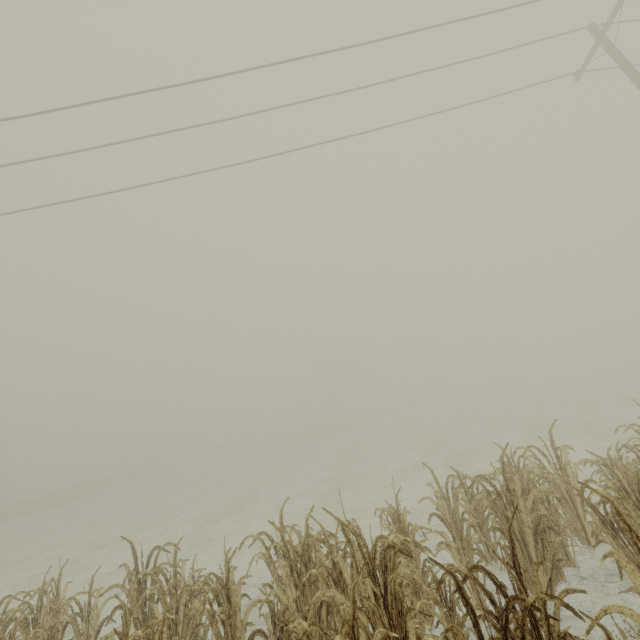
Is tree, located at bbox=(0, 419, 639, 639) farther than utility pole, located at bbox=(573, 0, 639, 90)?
No

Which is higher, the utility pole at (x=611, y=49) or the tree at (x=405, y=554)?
the utility pole at (x=611, y=49)

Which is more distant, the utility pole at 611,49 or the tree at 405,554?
the utility pole at 611,49

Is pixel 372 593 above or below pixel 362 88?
below

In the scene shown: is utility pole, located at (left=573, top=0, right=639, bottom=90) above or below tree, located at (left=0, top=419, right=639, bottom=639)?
above
